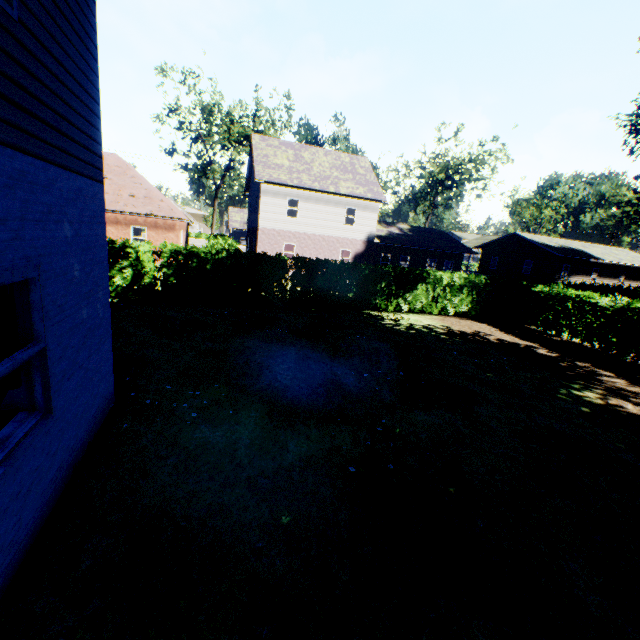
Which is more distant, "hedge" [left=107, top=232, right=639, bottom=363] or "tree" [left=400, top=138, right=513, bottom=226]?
"tree" [left=400, top=138, right=513, bottom=226]

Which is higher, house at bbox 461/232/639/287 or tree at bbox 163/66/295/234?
tree at bbox 163/66/295/234

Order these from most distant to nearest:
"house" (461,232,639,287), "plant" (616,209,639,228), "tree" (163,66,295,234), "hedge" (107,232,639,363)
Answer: "house" (461,232,639,287) < "tree" (163,66,295,234) < "plant" (616,209,639,228) < "hedge" (107,232,639,363)

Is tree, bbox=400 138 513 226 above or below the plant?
above

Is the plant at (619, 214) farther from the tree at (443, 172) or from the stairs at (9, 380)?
the stairs at (9, 380)

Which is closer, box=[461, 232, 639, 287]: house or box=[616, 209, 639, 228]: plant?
box=[616, 209, 639, 228]: plant

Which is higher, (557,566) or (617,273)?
(617,273)

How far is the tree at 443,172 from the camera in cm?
3884
